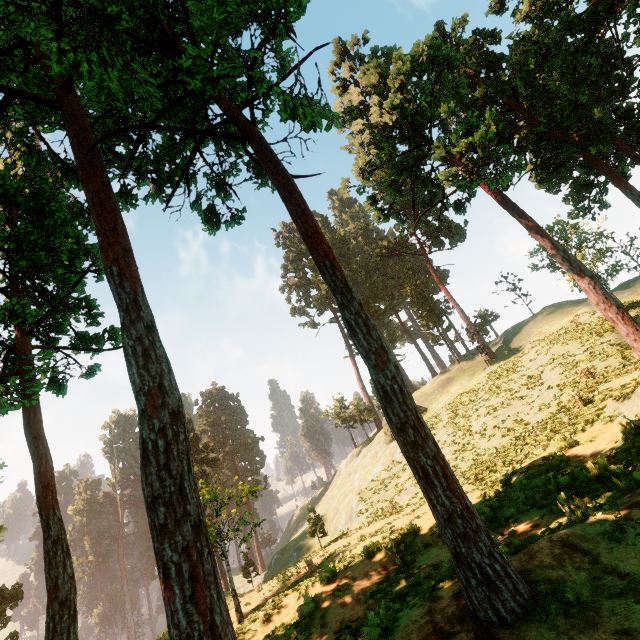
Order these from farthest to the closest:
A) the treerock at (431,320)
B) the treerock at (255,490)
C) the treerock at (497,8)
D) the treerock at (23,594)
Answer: the treerock at (431,320) < the treerock at (23,594) < the treerock at (255,490) < the treerock at (497,8)

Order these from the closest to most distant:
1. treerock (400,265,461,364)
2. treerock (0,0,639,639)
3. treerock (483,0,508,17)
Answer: treerock (0,0,639,639), treerock (483,0,508,17), treerock (400,265,461,364)

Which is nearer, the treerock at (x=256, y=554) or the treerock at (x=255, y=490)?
the treerock at (x=255, y=490)

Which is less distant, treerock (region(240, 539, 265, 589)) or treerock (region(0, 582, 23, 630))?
treerock (region(0, 582, 23, 630))

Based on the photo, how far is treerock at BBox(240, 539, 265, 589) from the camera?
35.93m

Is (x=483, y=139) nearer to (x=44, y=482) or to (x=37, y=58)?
(x=37, y=58)
